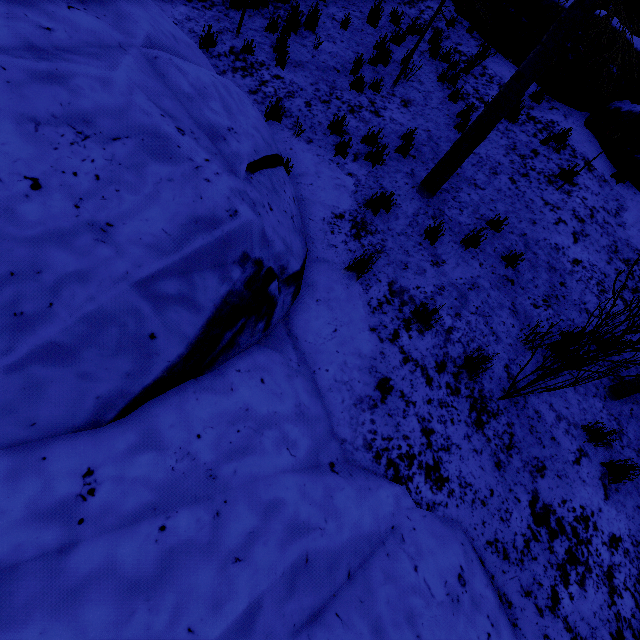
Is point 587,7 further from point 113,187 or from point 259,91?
point 113,187

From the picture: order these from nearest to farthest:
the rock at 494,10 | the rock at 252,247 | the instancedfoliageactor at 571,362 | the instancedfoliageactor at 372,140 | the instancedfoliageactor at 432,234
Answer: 1. the rock at 252,247
2. the instancedfoliageactor at 571,362
3. the instancedfoliageactor at 432,234
4. the instancedfoliageactor at 372,140
5. the rock at 494,10

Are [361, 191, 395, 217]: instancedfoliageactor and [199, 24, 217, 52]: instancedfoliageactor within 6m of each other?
yes

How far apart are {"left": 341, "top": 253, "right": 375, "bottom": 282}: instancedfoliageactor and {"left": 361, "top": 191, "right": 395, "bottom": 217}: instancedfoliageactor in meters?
1.0 m

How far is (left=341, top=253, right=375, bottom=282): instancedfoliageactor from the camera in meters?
4.2 m

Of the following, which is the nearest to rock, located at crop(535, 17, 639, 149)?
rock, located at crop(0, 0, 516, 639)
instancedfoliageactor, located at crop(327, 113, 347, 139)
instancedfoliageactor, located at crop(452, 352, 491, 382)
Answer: instancedfoliageactor, located at crop(327, 113, 347, 139)

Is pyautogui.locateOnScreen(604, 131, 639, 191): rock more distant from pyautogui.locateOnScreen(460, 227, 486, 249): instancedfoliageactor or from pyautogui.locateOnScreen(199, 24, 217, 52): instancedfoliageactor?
pyautogui.locateOnScreen(199, 24, 217, 52): instancedfoliageactor

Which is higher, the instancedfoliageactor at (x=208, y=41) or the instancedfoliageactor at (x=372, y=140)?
the instancedfoliageactor at (x=372, y=140)
